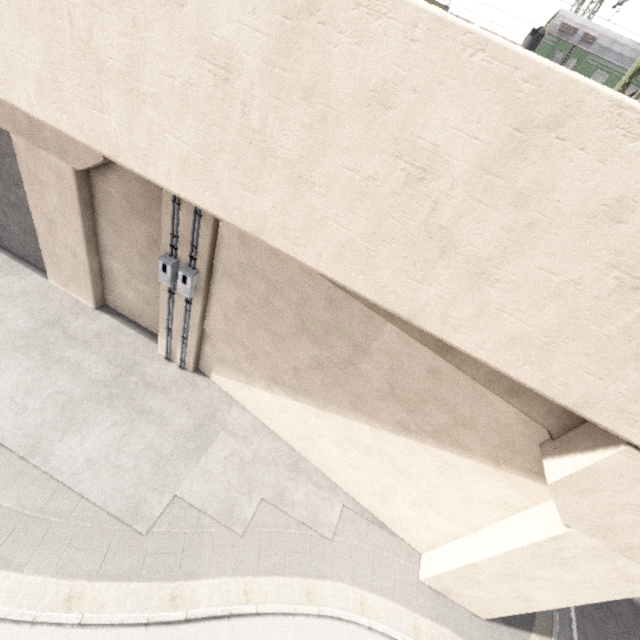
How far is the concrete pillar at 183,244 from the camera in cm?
720

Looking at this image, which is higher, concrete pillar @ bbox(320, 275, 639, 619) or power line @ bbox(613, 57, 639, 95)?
power line @ bbox(613, 57, 639, 95)

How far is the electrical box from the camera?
7.97m

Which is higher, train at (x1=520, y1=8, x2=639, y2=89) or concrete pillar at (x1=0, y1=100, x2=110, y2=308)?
train at (x1=520, y1=8, x2=639, y2=89)

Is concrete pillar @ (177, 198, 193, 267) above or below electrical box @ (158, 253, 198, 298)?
above

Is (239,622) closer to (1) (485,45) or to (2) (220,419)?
(2) (220,419)

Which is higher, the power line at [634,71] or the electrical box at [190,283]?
the power line at [634,71]
